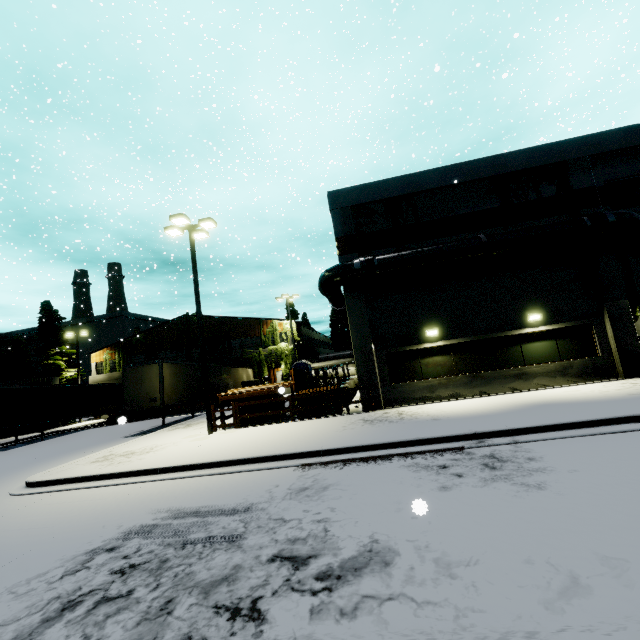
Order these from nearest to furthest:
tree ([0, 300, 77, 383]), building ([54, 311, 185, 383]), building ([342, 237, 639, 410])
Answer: building ([342, 237, 639, 410])
tree ([0, 300, 77, 383])
building ([54, 311, 185, 383])

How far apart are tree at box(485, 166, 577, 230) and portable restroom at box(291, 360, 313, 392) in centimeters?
1787cm

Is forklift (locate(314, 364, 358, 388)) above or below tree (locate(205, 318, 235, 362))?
below

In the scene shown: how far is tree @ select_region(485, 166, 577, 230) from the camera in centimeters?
1473cm

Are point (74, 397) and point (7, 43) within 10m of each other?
no

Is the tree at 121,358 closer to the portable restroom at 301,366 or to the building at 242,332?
the building at 242,332

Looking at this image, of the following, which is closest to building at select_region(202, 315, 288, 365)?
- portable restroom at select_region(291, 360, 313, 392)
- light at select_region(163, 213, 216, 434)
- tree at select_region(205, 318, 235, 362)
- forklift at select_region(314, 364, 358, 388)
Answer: tree at select_region(205, 318, 235, 362)

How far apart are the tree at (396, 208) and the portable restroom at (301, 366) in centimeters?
1422cm
